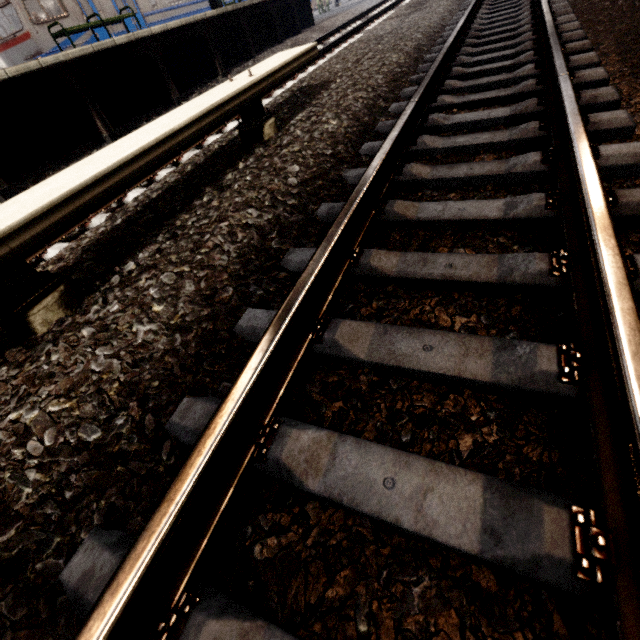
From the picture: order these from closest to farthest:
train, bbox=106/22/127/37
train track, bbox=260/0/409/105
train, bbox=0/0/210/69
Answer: train track, bbox=260/0/409/105 → train, bbox=0/0/210/69 → train, bbox=106/22/127/37

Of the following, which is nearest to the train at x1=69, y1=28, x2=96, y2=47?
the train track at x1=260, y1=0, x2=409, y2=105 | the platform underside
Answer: the platform underside

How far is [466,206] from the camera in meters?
1.8

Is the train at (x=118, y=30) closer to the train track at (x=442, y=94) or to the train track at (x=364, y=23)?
the train track at (x=364, y=23)

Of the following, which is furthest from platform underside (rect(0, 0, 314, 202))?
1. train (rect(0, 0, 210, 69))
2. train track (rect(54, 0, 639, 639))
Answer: train track (rect(54, 0, 639, 639))

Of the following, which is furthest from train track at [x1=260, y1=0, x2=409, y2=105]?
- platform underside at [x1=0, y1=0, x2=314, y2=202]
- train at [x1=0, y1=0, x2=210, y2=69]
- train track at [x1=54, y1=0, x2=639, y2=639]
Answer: train at [x1=0, y1=0, x2=210, y2=69]

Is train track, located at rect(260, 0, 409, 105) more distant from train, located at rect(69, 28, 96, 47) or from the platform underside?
train, located at rect(69, 28, 96, 47)

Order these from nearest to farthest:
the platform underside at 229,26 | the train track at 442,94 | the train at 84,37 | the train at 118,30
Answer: the train track at 442,94
the platform underside at 229,26
the train at 84,37
the train at 118,30
